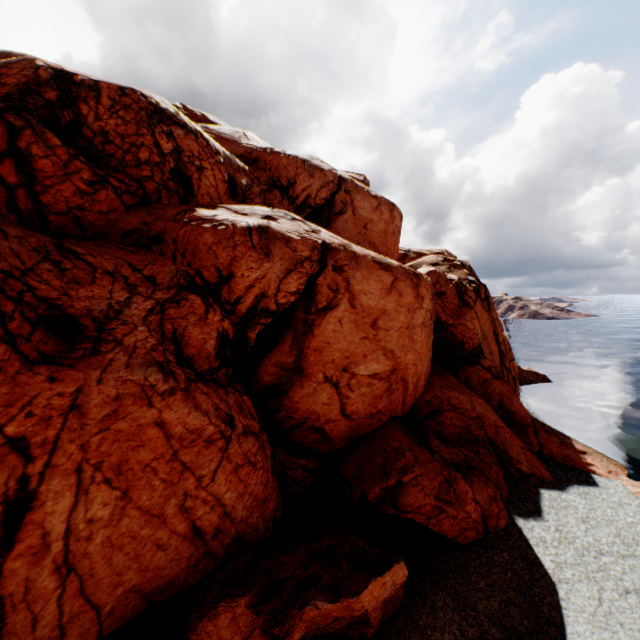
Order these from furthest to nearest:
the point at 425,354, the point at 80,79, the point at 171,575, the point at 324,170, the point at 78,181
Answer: the point at 324,170 < the point at 425,354 < the point at 80,79 < the point at 78,181 < the point at 171,575
